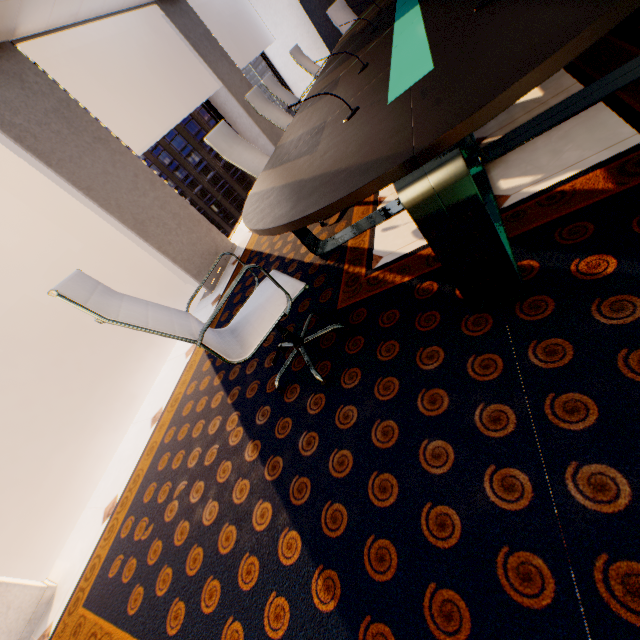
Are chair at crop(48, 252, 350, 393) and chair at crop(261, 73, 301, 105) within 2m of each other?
no

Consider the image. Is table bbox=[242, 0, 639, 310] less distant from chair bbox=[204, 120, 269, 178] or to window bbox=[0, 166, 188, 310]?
chair bbox=[204, 120, 269, 178]

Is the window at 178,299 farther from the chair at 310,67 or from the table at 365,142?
the chair at 310,67

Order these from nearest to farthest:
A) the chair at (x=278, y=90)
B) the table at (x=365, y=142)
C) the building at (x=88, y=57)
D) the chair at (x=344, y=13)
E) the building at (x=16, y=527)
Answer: the table at (x=365, y=142) → the chair at (x=278, y=90) → the chair at (x=344, y=13) → the building at (x=16, y=527) → the building at (x=88, y=57)

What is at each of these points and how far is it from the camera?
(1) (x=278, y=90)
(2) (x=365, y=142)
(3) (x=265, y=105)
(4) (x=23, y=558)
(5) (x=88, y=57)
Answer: (1) chair, 4.53m
(2) table, 1.24m
(3) chair, 3.72m
(4) window, 2.52m
(5) building, 54.97m

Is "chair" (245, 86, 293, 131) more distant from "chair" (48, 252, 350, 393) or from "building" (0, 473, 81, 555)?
"building" (0, 473, 81, 555)

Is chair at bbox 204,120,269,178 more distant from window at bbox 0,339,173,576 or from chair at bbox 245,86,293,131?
window at bbox 0,339,173,576

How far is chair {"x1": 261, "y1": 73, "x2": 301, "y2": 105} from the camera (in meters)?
4.35
